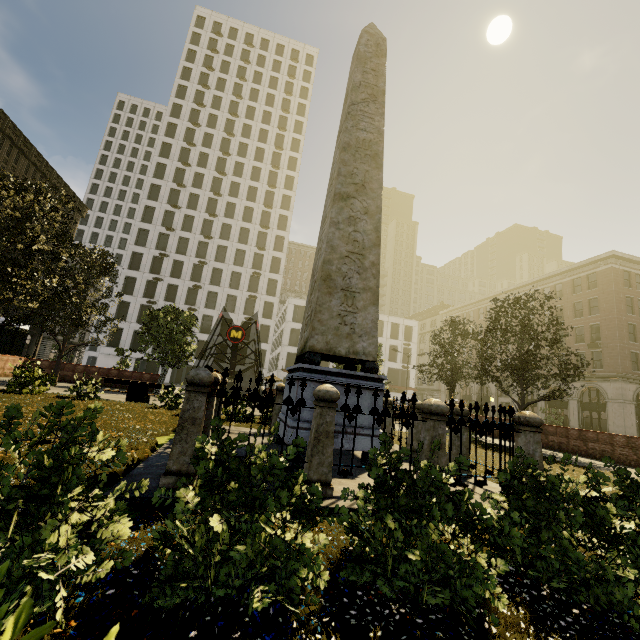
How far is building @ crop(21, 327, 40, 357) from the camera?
50.47m

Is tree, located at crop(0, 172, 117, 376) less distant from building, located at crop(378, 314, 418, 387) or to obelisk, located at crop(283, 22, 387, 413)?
obelisk, located at crop(283, 22, 387, 413)

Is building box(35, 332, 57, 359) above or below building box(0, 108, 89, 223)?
below

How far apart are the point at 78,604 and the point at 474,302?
59.6 meters

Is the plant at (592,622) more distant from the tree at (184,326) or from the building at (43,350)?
the building at (43,350)

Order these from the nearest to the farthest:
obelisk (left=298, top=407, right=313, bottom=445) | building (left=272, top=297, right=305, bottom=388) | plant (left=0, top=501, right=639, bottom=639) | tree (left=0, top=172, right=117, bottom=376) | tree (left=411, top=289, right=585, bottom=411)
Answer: plant (left=0, top=501, right=639, bottom=639) < obelisk (left=298, top=407, right=313, bottom=445) < tree (left=0, top=172, right=117, bottom=376) < tree (left=411, top=289, right=585, bottom=411) < building (left=272, top=297, right=305, bottom=388)

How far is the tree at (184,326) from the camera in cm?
2002

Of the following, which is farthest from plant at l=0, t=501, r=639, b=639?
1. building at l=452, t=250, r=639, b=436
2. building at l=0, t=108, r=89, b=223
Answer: building at l=452, t=250, r=639, b=436
